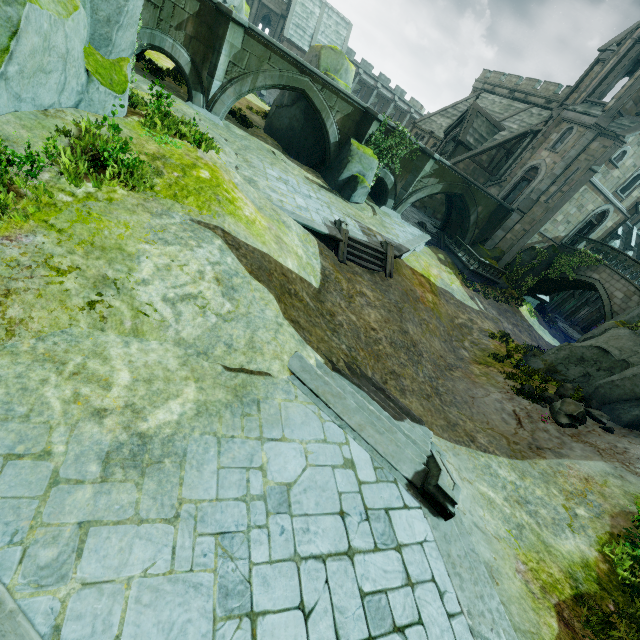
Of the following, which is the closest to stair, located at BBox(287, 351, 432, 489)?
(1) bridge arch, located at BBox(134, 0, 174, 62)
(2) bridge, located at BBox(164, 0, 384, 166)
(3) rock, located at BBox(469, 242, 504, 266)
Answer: (2) bridge, located at BBox(164, 0, 384, 166)

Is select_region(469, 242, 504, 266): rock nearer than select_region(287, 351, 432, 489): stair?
No

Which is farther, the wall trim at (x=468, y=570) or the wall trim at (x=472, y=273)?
the wall trim at (x=472, y=273)

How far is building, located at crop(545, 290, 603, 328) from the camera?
35.62m

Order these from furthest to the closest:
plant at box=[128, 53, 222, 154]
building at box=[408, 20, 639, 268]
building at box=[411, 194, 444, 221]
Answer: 1. building at box=[411, 194, 444, 221]
2. building at box=[408, 20, 639, 268]
3. plant at box=[128, 53, 222, 154]

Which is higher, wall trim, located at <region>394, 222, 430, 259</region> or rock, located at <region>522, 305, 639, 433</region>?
rock, located at <region>522, 305, 639, 433</region>

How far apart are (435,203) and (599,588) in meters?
33.7 m

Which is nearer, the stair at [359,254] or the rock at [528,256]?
the stair at [359,254]
